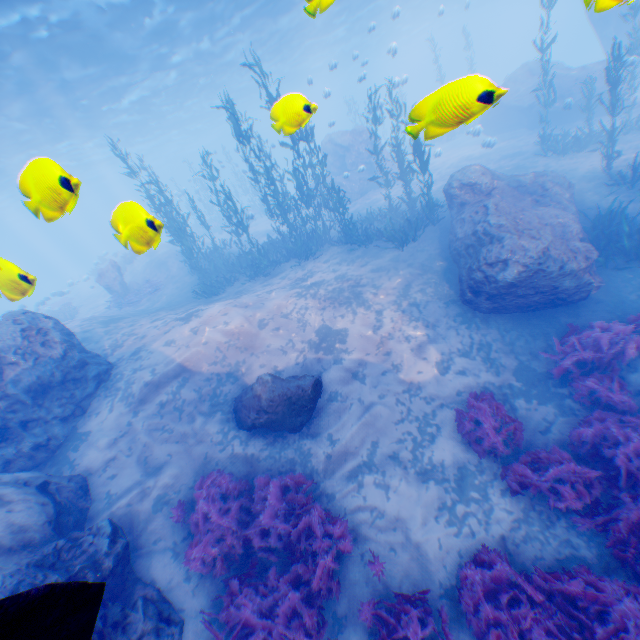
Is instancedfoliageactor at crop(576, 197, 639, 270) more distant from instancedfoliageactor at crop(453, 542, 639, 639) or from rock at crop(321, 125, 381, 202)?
instancedfoliageactor at crop(453, 542, 639, 639)

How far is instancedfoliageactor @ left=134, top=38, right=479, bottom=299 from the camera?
12.5m

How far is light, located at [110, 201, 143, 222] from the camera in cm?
351

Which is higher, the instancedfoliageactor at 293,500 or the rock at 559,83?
the rock at 559,83

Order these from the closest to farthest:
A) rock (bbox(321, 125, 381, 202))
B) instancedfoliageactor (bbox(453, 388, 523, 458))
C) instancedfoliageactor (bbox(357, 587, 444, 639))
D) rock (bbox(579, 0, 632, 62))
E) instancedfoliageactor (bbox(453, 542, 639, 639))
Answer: rock (bbox(579, 0, 632, 62))
instancedfoliageactor (bbox(453, 542, 639, 639))
instancedfoliageactor (bbox(357, 587, 444, 639))
instancedfoliageactor (bbox(453, 388, 523, 458))
rock (bbox(321, 125, 381, 202))

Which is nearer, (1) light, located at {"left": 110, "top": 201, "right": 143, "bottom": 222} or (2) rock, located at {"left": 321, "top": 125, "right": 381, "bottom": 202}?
(1) light, located at {"left": 110, "top": 201, "right": 143, "bottom": 222}

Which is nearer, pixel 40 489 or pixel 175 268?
pixel 40 489

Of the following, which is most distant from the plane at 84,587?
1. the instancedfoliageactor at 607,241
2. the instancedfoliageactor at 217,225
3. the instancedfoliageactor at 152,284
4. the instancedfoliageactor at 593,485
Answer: the instancedfoliageactor at 152,284
